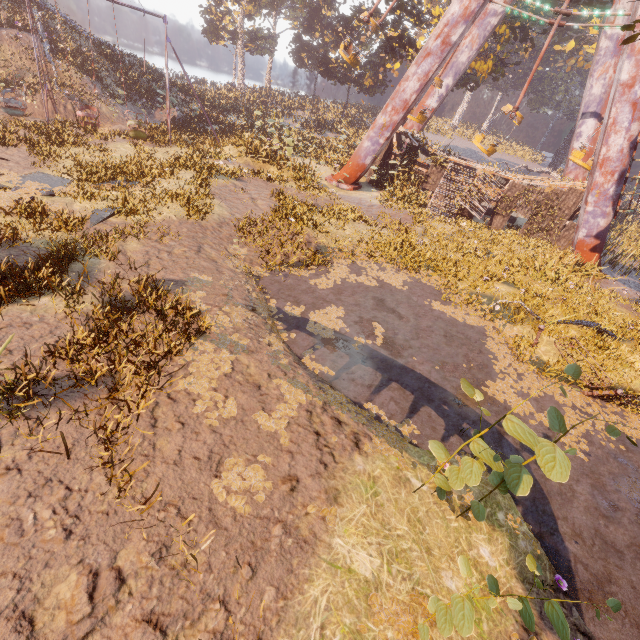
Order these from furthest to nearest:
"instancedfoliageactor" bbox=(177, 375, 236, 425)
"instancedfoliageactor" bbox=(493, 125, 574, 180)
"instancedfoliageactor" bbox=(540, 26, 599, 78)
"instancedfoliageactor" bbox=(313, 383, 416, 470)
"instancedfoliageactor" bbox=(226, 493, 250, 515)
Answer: "instancedfoliageactor" bbox=(493, 125, 574, 180), "instancedfoliageactor" bbox=(540, 26, 599, 78), "instancedfoliageactor" bbox=(313, 383, 416, 470), "instancedfoliageactor" bbox=(177, 375, 236, 425), "instancedfoliageactor" bbox=(226, 493, 250, 515)

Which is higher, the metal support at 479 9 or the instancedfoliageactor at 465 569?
the metal support at 479 9

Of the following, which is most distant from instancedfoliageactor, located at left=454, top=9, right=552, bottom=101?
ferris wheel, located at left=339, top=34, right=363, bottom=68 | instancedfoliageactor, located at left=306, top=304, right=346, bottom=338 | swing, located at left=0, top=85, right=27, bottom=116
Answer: instancedfoliageactor, located at left=306, top=304, right=346, bottom=338

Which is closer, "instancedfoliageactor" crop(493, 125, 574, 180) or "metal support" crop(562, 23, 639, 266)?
"metal support" crop(562, 23, 639, 266)

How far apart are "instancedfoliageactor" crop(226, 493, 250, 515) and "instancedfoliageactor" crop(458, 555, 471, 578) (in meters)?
2.51

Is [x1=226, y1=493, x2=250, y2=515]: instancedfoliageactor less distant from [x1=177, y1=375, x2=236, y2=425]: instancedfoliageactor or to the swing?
[x1=177, y1=375, x2=236, y2=425]: instancedfoliageactor

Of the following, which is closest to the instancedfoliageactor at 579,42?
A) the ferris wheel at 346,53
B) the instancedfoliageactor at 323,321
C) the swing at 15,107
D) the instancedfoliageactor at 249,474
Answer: the ferris wheel at 346,53

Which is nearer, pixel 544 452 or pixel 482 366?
pixel 544 452
